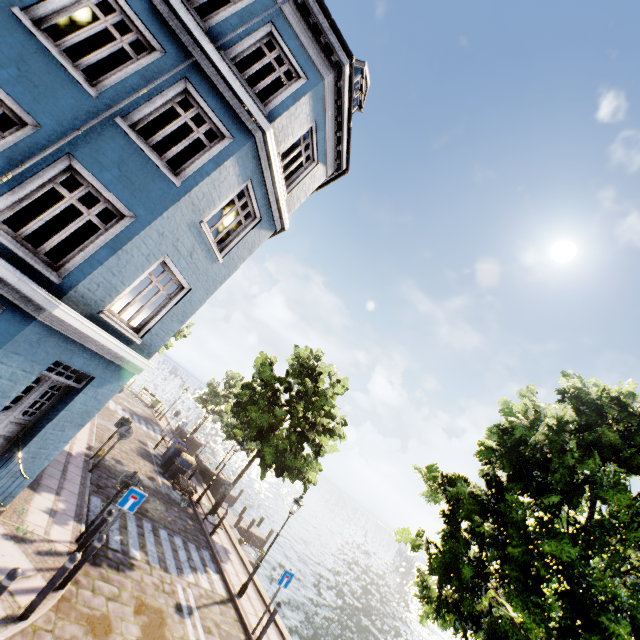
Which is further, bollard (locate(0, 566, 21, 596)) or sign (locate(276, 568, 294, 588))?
sign (locate(276, 568, 294, 588))

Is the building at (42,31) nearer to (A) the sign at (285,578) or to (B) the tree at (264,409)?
(B) the tree at (264,409)

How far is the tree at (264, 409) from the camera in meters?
16.0 m

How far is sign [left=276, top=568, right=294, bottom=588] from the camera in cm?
1026

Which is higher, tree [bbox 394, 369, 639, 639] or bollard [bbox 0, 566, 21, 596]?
tree [bbox 394, 369, 639, 639]

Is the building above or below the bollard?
above

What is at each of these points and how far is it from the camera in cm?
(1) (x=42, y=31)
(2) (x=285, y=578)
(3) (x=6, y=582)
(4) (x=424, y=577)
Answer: (1) building, 579
(2) sign, 1035
(3) bollard, 477
(4) tree, 858

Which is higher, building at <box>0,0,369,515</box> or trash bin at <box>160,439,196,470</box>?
building at <box>0,0,369,515</box>
